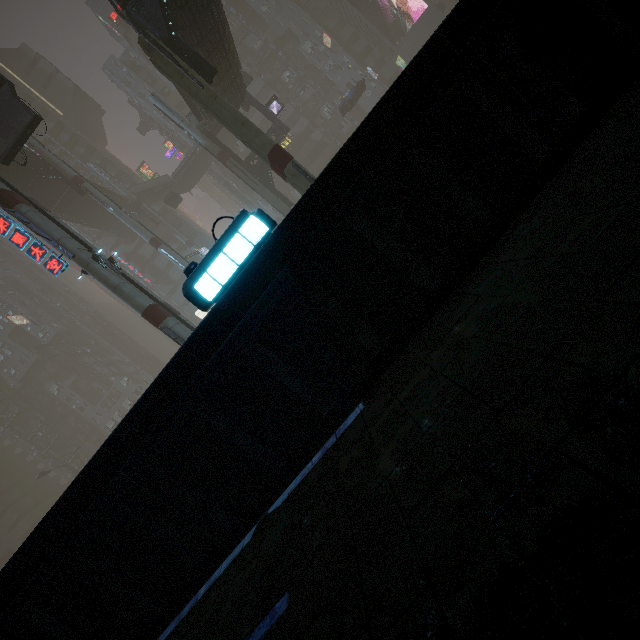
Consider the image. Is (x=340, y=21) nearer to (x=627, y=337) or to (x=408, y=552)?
(x=627, y=337)

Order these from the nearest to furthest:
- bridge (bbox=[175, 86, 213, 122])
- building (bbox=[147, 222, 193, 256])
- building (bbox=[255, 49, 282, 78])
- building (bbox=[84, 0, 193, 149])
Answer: bridge (bbox=[175, 86, 213, 122])
building (bbox=[84, 0, 193, 149])
building (bbox=[255, 49, 282, 78])
building (bbox=[147, 222, 193, 256])

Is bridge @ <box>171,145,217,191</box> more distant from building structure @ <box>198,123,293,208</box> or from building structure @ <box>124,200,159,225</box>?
building structure @ <box>198,123,293,208</box>

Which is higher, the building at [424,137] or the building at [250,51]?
the building at [250,51]

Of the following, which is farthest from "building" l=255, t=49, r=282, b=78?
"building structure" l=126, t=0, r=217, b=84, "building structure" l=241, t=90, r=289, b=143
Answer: "building structure" l=126, t=0, r=217, b=84

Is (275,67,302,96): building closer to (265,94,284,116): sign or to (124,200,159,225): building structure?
(124,200,159,225): building structure

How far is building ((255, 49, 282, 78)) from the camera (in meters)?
53.34

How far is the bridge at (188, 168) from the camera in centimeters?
4728cm
